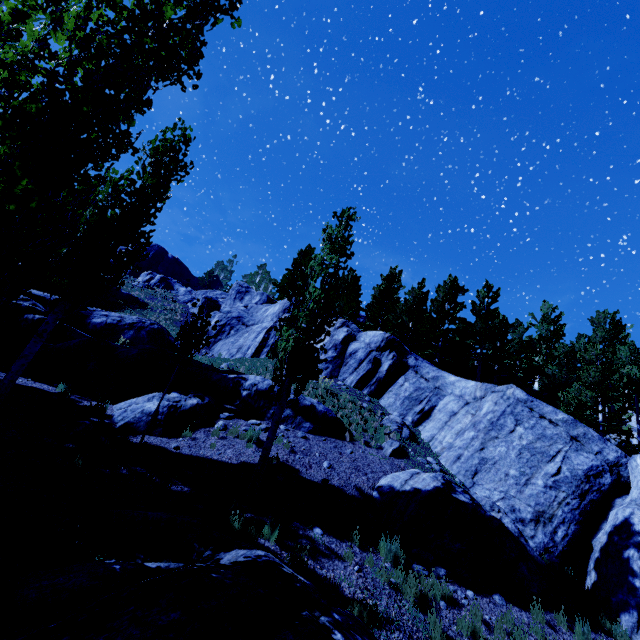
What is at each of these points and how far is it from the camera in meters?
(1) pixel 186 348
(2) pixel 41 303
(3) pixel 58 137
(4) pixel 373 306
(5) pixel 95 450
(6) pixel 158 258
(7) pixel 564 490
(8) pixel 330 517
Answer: (1) instancedfoliageactor, 10.1
(2) rock, 19.4
(3) instancedfoliageactor, 4.4
(4) instancedfoliageactor, 33.9
(5) instancedfoliageactor, 8.2
(6) rock, 59.4
(7) rock, 10.9
(8) instancedfoliageactor, 8.1

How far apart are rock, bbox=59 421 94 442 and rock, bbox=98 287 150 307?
22.1m

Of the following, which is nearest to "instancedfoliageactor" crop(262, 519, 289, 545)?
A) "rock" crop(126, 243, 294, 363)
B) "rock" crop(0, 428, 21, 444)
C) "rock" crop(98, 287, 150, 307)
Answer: "rock" crop(0, 428, 21, 444)

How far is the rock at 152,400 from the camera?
10.12m

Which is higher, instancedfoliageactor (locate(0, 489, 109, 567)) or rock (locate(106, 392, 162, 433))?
rock (locate(106, 392, 162, 433))

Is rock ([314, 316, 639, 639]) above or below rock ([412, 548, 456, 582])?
above

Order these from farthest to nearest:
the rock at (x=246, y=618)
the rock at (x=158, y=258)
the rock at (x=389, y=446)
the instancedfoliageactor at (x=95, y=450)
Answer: the rock at (x=158, y=258), the rock at (x=389, y=446), the instancedfoliageactor at (x=95, y=450), the rock at (x=246, y=618)

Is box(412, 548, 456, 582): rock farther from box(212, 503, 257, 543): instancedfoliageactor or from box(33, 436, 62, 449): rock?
box(33, 436, 62, 449): rock
